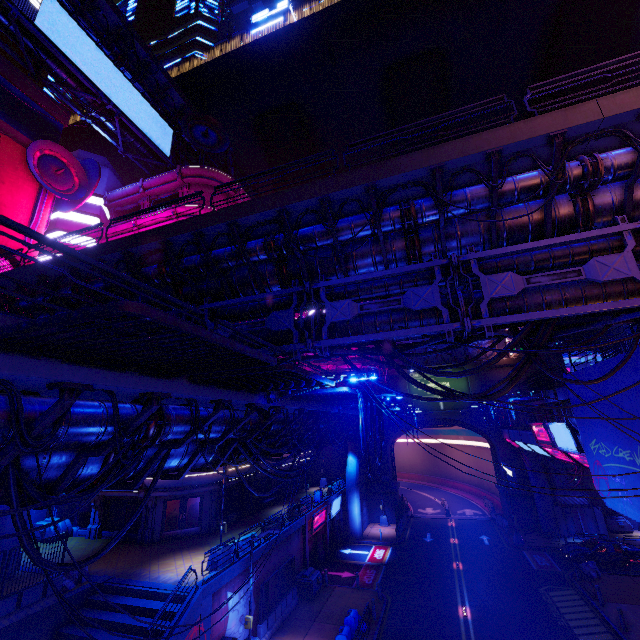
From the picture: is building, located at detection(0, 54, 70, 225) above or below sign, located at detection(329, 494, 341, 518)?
above

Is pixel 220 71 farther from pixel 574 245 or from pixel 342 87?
pixel 574 245

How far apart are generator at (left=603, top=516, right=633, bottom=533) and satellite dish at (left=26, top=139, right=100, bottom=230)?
56.2m

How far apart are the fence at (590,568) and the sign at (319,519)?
19.63m

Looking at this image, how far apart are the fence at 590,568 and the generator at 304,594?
19.12m

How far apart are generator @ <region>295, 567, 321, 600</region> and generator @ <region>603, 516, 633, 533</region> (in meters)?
30.08

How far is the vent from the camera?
44.6m

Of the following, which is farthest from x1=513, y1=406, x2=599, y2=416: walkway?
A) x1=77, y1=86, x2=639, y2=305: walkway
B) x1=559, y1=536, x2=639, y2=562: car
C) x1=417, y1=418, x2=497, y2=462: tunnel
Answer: x1=559, y1=536, x2=639, y2=562: car
